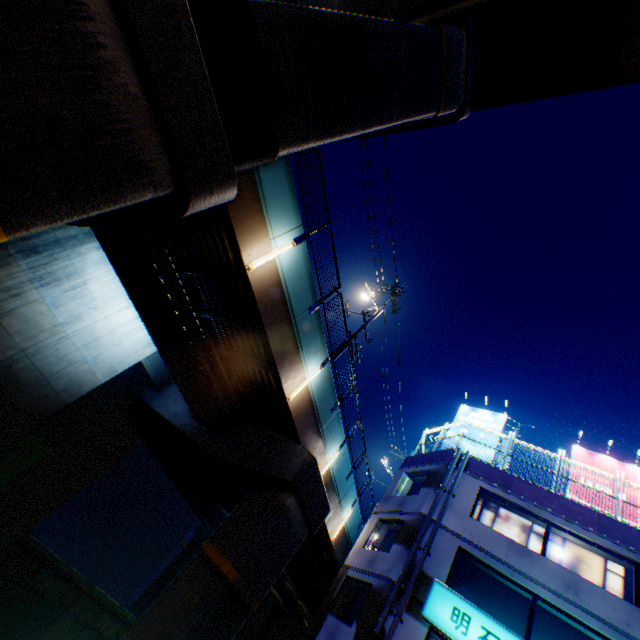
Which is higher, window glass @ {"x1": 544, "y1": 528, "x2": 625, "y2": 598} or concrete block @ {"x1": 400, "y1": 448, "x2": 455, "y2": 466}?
concrete block @ {"x1": 400, "y1": 448, "x2": 455, "y2": 466}

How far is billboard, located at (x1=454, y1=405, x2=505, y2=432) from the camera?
19.2m

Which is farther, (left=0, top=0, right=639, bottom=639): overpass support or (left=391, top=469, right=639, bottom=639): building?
(left=391, top=469, right=639, bottom=639): building

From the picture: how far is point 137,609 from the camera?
43.5 meters

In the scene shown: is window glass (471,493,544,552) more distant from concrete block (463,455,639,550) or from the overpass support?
the overpass support

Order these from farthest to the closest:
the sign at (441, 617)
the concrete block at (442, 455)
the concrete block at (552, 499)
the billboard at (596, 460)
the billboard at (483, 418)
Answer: the billboard at (483, 418) → the concrete block at (442, 455) → the billboard at (596, 460) → the concrete block at (552, 499) → the sign at (441, 617)

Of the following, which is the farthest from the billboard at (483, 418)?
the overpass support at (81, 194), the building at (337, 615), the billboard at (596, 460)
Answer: the overpass support at (81, 194)

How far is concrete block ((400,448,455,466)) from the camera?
16.7 meters
